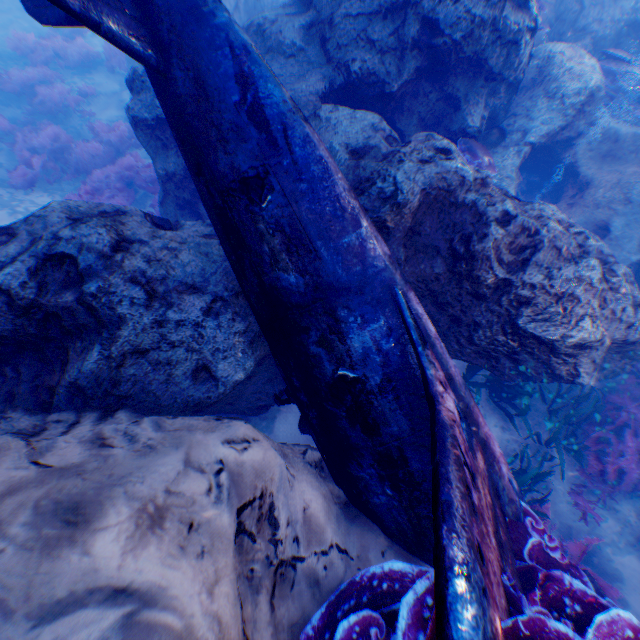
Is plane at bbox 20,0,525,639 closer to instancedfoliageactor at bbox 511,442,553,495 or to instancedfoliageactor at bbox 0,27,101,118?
instancedfoliageactor at bbox 511,442,553,495

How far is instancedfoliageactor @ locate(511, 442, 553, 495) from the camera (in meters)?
4.46

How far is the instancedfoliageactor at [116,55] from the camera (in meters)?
11.30

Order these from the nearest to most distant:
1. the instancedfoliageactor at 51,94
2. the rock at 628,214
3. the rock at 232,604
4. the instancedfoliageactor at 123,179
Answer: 1. the rock at 232,604
2. the rock at 628,214
3. the instancedfoliageactor at 123,179
4. the instancedfoliageactor at 51,94

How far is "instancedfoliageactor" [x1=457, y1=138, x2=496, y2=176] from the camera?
5.2m

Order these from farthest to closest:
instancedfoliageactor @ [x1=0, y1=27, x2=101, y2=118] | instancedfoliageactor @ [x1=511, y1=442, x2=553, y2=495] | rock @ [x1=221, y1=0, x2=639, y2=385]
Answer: instancedfoliageactor @ [x1=0, y1=27, x2=101, y2=118]
instancedfoliageactor @ [x1=511, y1=442, x2=553, y2=495]
rock @ [x1=221, y1=0, x2=639, y2=385]

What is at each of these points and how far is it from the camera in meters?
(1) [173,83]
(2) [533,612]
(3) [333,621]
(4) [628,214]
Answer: (1) plane, 2.9 m
(2) instancedfoliageactor, 2.0 m
(3) instancedfoliageactor, 2.2 m
(4) rock, 5.8 m

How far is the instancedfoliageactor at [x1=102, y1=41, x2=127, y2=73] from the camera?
11.3 meters
